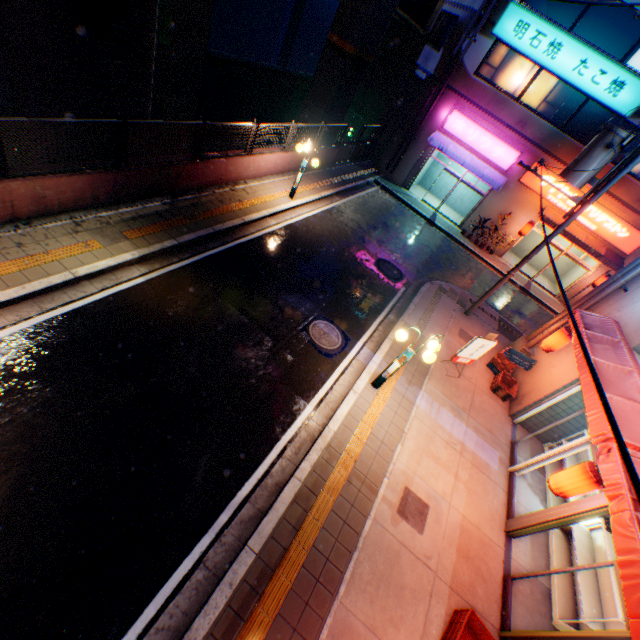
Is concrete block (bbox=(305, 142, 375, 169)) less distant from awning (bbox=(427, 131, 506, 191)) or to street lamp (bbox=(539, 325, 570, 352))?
awning (bbox=(427, 131, 506, 191))

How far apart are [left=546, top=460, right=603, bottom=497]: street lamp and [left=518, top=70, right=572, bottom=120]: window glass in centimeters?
1876cm

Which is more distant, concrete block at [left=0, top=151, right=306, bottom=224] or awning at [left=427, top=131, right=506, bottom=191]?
awning at [left=427, top=131, right=506, bottom=191]

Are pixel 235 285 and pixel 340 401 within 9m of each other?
yes

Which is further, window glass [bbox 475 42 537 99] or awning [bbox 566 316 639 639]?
Answer: window glass [bbox 475 42 537 99]

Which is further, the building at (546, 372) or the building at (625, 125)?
the building at (625, 125)

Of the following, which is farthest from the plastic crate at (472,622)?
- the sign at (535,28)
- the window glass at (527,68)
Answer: the window glass at (527,68)

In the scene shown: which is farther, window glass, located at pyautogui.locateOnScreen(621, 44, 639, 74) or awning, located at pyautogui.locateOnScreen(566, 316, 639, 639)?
window glass, located at pyautogui.locateOnScreen(621, 44, 639, 74)
